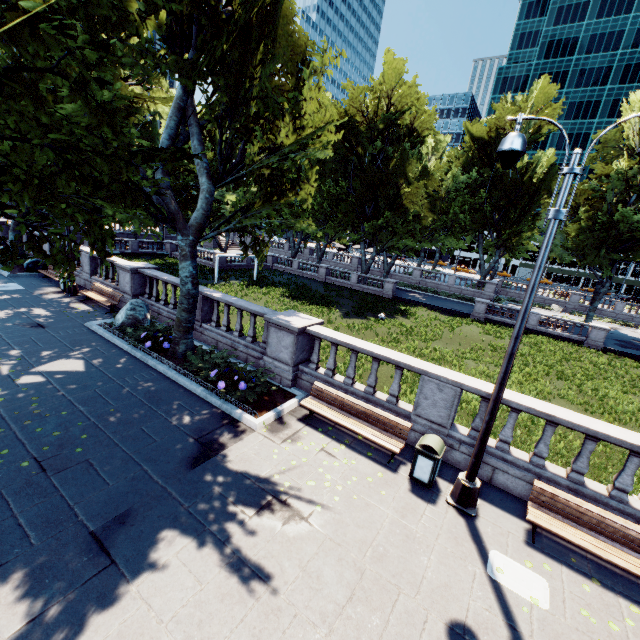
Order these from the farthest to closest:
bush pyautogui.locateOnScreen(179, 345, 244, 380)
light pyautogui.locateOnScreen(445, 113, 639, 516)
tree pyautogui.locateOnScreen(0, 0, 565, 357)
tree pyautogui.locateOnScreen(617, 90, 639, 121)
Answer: tree pyautogui.locateOnScreen(617, 90, 639, 121) < bush pyautogui.locateOnScreen(179, 345, 244, 380) < tree pyautogui.locateOnScreen(0, 0, 565, 357) < light pyautogui.locateOnScreen(445, 113, 639, 516)

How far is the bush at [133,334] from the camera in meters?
11.7

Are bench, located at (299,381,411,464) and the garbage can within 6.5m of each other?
yes

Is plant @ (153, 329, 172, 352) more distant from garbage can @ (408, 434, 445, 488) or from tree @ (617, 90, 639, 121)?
garbage can @ (408, 434, 445, 488)

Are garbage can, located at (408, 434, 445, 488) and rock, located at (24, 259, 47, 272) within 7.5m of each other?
no

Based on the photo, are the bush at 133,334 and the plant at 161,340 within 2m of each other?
yes

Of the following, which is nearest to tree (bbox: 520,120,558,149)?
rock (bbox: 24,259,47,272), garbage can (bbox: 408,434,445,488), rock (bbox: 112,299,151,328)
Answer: rock (bbox: 24,259,47,272)

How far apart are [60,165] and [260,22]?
10.8 meters
